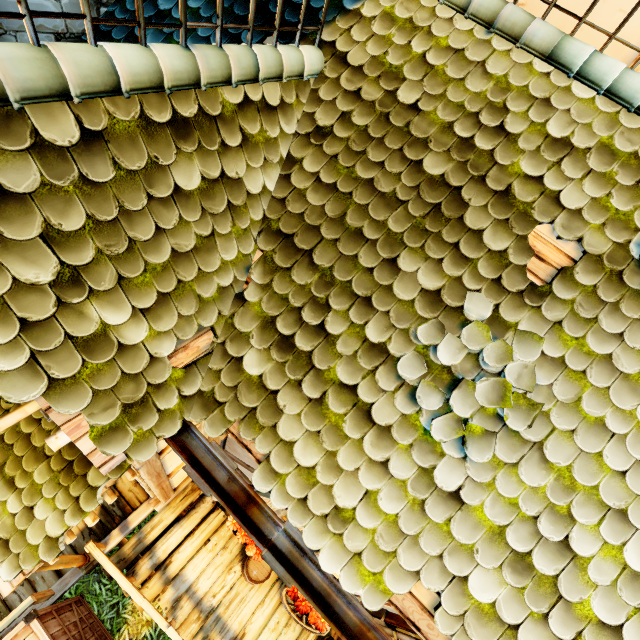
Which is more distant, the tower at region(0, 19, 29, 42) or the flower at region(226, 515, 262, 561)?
the flower at region(226, 515, 262, 561)

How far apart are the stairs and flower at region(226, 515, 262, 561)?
1.01m

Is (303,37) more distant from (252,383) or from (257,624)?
(257,624)

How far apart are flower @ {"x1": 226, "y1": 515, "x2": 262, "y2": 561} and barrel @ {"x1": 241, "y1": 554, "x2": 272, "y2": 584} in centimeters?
57cm

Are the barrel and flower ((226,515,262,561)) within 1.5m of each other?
yes

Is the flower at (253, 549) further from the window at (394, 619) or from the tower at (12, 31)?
the tower at (12, 31)

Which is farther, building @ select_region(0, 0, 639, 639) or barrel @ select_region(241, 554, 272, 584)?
barrel @ select_region(241, 554, 272, 584)

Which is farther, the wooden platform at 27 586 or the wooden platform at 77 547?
the wooden platform at 77 547
